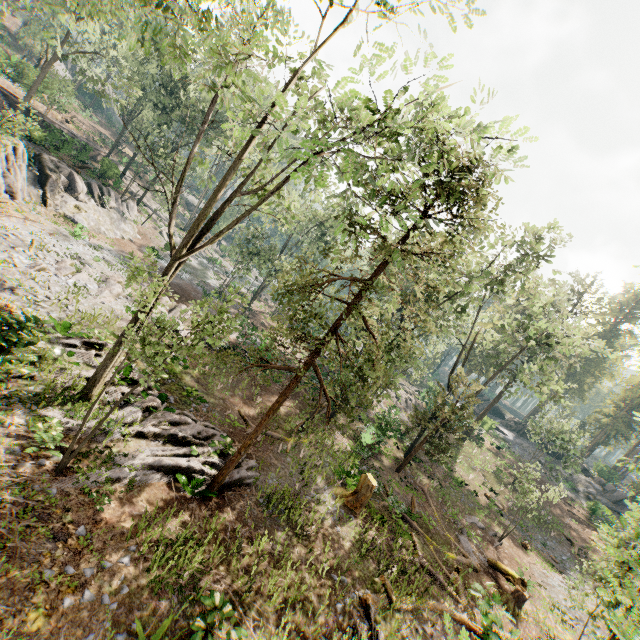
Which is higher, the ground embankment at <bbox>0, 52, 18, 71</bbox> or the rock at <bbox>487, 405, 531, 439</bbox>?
the rock at <bbox>487, 405, 531, 439</bbox>

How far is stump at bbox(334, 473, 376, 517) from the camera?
15.9 meters

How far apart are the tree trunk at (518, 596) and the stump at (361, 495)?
9.06m

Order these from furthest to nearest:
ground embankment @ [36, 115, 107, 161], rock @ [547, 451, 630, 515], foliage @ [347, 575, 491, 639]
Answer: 1. rock @ [547, 451, 630, 515]
2. ground embankment @ [36, 115, 107, 161]
3. foliage @ [347, 575, 491, 639]

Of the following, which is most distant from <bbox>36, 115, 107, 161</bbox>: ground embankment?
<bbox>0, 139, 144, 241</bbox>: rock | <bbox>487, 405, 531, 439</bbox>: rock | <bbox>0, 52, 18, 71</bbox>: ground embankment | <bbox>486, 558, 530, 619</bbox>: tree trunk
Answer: <bbox>487, 405, 531, 439</bbox>: rock

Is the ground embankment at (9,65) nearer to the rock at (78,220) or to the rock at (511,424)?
the rock at (78,220)

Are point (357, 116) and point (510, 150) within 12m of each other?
yes

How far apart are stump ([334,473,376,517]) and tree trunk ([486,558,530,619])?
9.1 meters
